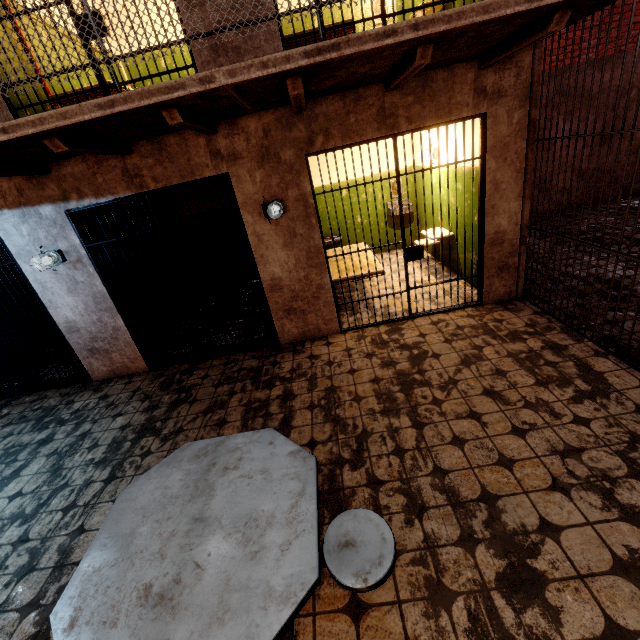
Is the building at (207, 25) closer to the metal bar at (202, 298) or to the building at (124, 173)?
the building at (124, 173)

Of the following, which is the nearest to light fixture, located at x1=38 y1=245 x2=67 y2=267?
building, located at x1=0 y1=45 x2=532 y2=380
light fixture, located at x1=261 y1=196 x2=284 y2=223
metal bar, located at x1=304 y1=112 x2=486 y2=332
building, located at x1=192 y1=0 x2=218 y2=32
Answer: building, located at x1=0 y1=45 x2=532 y2=380

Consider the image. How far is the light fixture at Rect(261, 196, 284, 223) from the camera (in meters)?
3.76

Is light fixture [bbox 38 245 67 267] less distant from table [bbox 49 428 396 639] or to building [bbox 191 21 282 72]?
building [bbox 191 21 282 72]

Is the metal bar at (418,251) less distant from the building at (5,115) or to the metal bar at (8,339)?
the building at (5,115)

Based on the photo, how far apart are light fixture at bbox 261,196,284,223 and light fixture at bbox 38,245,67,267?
2.6m

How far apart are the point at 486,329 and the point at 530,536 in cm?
254

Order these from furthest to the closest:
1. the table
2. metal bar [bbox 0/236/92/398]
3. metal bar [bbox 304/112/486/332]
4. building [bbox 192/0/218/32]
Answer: metal bar [bbox 0/236/92/398]
metal bar [bbox 304/112/486/332]
building [bbox 192/0/218/32]
the table
